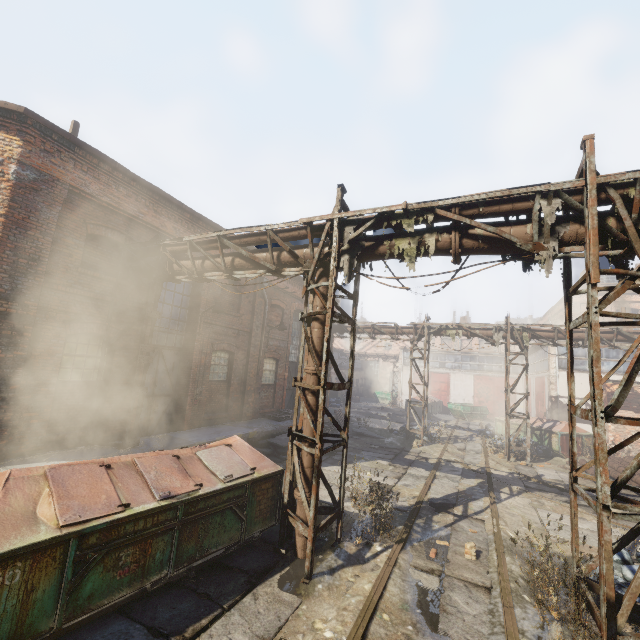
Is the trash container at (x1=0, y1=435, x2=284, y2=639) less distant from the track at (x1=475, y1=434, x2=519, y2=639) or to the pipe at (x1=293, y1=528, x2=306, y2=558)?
the pipe at (x1=293, y1=528, x2=306, y2=558)

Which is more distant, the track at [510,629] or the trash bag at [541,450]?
the trash bag at [541,450]

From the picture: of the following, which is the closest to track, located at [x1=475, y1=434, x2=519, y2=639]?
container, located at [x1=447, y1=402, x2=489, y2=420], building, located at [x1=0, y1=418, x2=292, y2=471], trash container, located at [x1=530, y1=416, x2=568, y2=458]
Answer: container, located at [x1=447, y1=402, x2=489, y2=420]

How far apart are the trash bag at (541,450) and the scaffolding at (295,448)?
14.7 meters

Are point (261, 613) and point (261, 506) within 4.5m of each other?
yes

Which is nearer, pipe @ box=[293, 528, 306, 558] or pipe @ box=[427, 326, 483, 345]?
pipe @ box=[293, 528, 306, 558]

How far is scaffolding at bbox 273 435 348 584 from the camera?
5.3m

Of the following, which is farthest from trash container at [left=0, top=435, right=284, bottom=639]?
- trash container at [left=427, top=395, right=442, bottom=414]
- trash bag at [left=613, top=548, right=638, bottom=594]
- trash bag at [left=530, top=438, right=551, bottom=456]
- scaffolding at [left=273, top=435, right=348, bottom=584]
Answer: trash container at [left=427, top=395, right=442, bottom=414]
